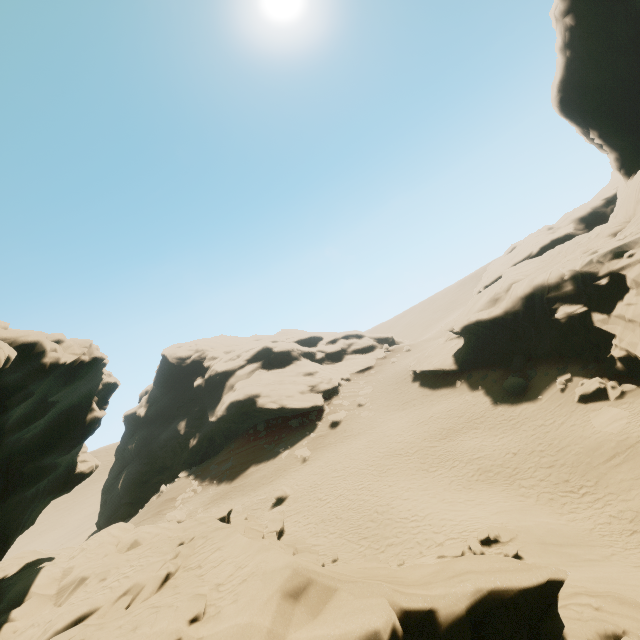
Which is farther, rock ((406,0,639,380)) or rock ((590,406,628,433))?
rock ((406,0,639,380))

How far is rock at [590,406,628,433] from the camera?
15.59m

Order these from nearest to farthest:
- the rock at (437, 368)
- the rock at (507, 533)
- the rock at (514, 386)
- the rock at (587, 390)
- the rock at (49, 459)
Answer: the rock at (49, 459) → the rock at (507, 533) → the rock at (587, 390) → the rock at (437, 368) → the rock at (514, 386)

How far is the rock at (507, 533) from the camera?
12.5 meters

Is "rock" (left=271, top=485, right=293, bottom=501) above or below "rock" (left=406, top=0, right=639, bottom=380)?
below

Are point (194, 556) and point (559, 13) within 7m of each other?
no
